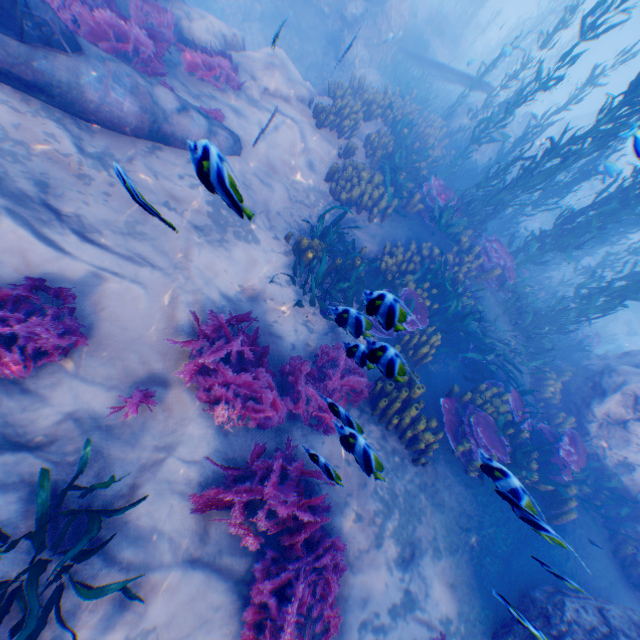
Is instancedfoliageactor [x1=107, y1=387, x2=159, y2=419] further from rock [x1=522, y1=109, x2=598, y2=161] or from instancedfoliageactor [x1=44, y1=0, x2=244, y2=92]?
instancedfoliageactor [x1=44, y1=0, x2=244, y2=92]

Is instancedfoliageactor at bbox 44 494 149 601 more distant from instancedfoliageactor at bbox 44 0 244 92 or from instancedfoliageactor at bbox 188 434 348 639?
instancedfoliageactor at bbox 44 0 244 92

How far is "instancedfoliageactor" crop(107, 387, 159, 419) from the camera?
4.0 meters

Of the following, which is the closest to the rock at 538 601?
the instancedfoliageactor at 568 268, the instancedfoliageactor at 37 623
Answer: the instancedfoliageactor at 568 268

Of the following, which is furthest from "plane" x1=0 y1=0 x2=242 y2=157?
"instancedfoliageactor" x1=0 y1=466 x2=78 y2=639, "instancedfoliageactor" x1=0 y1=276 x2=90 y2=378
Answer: "instancedfoliageactor" x1=0 y1=466 x2=78 y2=639

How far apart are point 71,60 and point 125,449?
5.84m

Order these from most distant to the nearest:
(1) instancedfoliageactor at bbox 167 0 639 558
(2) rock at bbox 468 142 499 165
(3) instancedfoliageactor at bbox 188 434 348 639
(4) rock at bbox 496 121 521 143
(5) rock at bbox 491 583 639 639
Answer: (4) rock at bbox 496 121 521 143 → (2) rock at bbox 468 142 499 165 → (1) instancedfoliageactor at bbox 167 0 639 558 → (5) rock at bbox 491 583 639 639 → (3) instancedfoliageactor at bbox 188 434 348 639

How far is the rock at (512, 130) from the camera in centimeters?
1573cm
